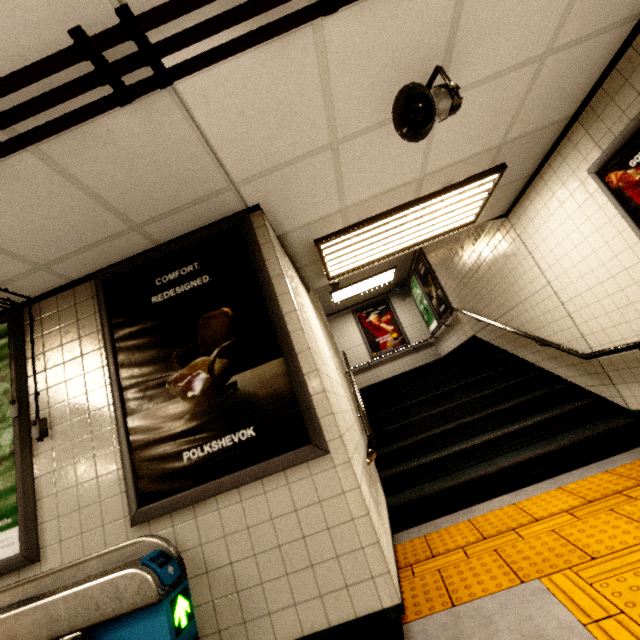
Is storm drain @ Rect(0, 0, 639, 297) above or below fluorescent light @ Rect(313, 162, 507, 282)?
above

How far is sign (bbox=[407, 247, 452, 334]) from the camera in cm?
767

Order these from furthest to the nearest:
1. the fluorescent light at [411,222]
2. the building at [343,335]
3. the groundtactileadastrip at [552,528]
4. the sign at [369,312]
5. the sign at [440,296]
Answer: →
1. the sign at [369,312]
2. the building at [343,335]
3. the sign at [440,296]
4. the fluorescent light at [411,222]
5. the groundtactileadastrip at [552,528]

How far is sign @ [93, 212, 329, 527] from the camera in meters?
2.0

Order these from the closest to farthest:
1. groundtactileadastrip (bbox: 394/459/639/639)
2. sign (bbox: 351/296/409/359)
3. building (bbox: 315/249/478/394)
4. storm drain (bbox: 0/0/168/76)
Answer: storm drain (bbox: 0/0/168/76), groundtactileadastrip (bbox: 394/459/639/639), building (bbox: 315/249/478/394), sign (bbox: 351/296/409/359)

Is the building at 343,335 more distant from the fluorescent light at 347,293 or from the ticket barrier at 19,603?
the ticket barrier at 19,603

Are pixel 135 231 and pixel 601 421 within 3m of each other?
no

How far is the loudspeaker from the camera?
1.8m
